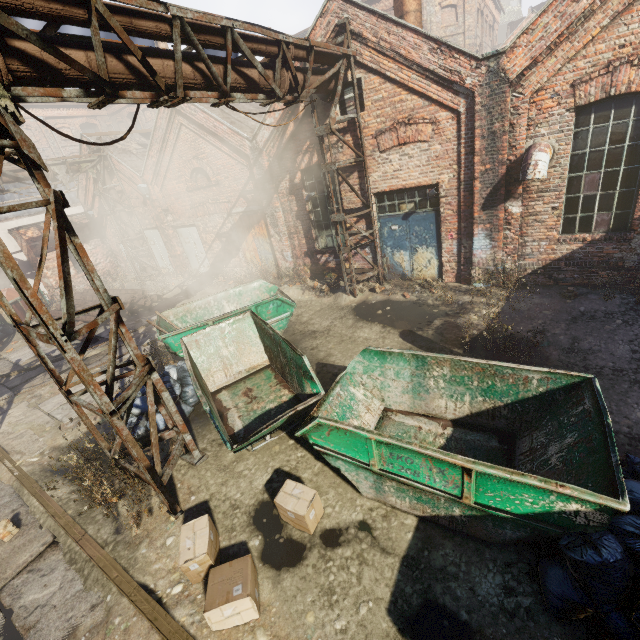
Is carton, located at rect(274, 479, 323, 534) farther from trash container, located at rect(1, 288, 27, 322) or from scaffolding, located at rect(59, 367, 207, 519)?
trash container, located at rect(1, 288, 27, 322)

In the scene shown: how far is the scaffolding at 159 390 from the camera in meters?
→ 4.2 m

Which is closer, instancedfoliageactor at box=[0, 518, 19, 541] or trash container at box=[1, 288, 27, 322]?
instancedfoliageactor at box=[0, 518, 19, 541]

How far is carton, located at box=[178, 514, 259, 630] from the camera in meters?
3.5 m

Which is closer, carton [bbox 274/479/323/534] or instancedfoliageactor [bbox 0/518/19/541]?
carton [bbox 274/479/323/534]

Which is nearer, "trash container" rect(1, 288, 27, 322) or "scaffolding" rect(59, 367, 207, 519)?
"scaffolding" rect(59, 367, 207, 519)

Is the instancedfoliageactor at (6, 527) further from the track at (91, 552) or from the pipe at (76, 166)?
the pipe at (76, 166)

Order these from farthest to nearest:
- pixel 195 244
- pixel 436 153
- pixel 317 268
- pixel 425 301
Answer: pixel 195 244, pixel 317 268, pixel 425 301, pixel 436 153
